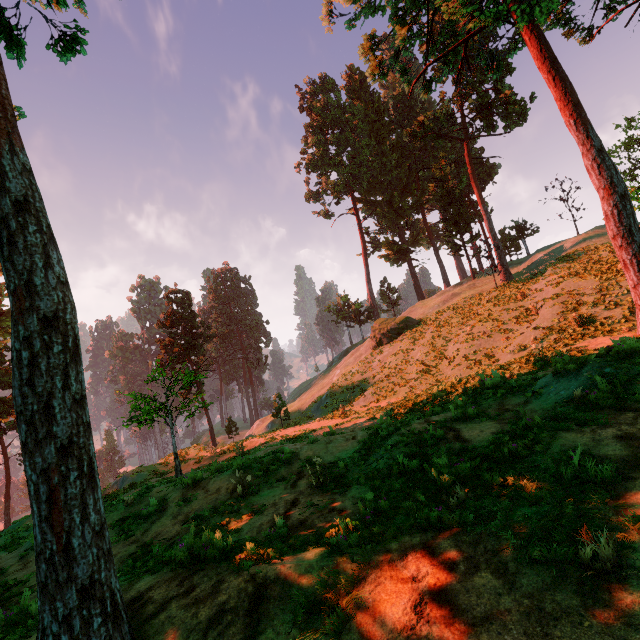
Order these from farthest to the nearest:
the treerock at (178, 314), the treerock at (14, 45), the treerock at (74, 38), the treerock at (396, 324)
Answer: the treerock at (178, 314) < the treerock at (396, 324) < the treerock at (74, 38) < the treerock at (14, 45)

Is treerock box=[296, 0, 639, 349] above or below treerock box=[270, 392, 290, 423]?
above

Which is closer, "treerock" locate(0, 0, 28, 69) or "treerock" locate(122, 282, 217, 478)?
"treerock" locate(0, 0, 28, 69)

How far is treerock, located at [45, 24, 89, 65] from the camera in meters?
7.8 m

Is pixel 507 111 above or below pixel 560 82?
above

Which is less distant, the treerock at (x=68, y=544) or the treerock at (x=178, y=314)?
the treerock at (x=68, y=544)

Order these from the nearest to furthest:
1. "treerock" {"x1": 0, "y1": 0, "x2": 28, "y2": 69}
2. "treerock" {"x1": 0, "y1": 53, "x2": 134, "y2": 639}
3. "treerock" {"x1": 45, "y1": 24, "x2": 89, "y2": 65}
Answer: "treerock" {"x1": 0, "y1": 53, "x2": 134, "y2": 639} → "treerock" {"x1": 0, "y1": 0, "x2": 28, "y2": 69} → "treerock" {"x1": 45, "y1": 24, "x2": 89, "y2": 65}
